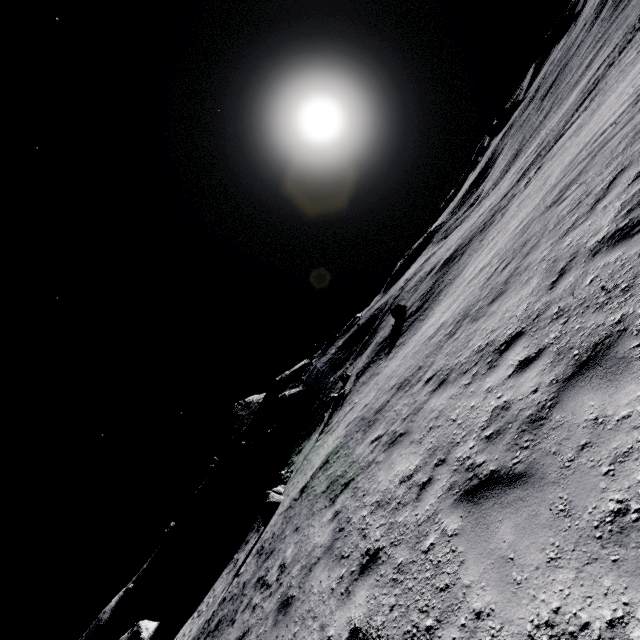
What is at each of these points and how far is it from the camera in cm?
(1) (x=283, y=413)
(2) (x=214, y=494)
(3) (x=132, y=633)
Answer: (1) stone, 5562
(2) stone, 5584
(3) stone, 3172

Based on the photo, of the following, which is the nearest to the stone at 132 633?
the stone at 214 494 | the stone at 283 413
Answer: the stone at 214 494

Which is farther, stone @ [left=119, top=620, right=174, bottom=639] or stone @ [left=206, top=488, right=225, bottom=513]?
stone @ [left=206, top=488, right=225, bottom=513]

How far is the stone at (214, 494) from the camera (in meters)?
55.00

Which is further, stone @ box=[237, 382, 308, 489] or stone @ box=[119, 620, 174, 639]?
stone @ box=[237, 382, 308, 489]

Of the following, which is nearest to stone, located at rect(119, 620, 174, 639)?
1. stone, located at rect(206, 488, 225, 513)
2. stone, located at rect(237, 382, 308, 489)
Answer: stone, located at rect(206, 488, 225, 513)

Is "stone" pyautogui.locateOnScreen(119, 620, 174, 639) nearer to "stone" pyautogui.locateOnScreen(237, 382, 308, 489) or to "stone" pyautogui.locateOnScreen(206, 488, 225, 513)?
"stone" pyautogui.locateOnScreen(206, 488, 225, 513)

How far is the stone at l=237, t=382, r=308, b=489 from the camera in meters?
49.3 m
